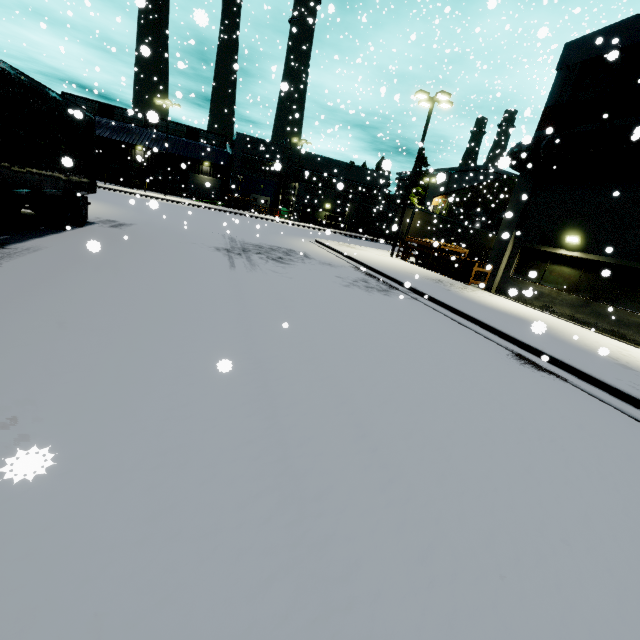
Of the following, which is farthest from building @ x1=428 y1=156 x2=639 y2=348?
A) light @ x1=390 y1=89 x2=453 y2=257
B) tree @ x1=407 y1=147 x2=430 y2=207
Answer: light @ x1=390 y1=89 x2=453 y2=257

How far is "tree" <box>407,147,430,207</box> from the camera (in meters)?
48.94

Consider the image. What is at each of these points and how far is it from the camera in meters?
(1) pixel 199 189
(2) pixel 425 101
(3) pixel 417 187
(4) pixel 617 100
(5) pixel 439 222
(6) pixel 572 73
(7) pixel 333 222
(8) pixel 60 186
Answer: (1) roll-up door, 52.7 m
(2) light, 20.1 m
(3) tree, 48.9 m
(4) tree, 12.0 m
(5) semi trailer, 28.3 m
(6) building, 13.5 m
(7) concrete block, 44.3 m
(8) semi trailer, 10.1 m

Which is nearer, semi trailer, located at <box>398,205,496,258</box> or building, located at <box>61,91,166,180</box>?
semi trailer, located at <box>398,205,496,258</box>

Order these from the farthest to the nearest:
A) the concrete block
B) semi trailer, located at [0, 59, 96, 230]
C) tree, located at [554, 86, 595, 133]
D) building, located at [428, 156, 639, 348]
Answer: the concrete block → tree, located at [554, 86, 595, 133] → building, located at [428, 156, 639, 348] → semi trailer, located at [0, 59, 96, 230]

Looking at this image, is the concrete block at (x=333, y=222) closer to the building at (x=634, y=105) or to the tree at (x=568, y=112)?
the building at (x=634, y=105)

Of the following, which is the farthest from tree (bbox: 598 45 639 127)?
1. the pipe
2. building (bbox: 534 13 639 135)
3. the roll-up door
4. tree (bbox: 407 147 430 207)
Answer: tree (bbox: 407 147 430 207)

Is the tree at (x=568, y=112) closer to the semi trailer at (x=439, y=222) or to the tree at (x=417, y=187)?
the semi trailer at (x=439, y=222)
